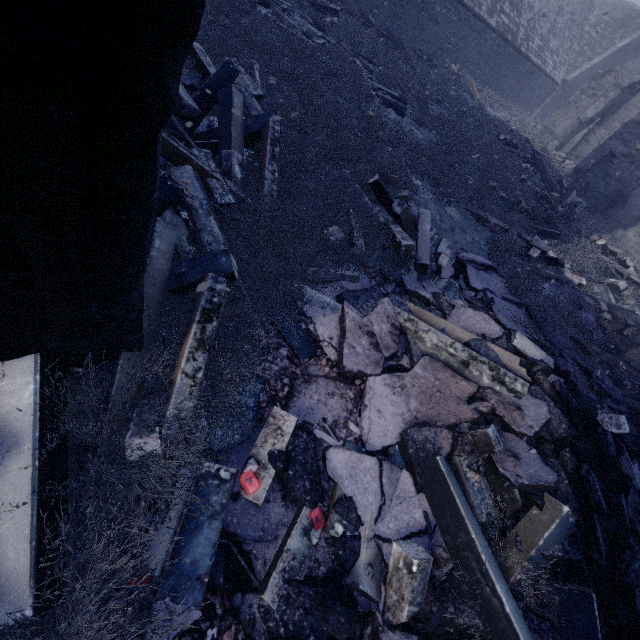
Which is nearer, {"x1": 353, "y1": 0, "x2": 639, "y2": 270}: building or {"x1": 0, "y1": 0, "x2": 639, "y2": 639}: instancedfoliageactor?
{"x1": 0, "y1": 0, "x2": 639, "y2": 639}: instancedfoliageactor

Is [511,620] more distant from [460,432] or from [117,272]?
[117,272]

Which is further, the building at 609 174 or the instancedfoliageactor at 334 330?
the building at 609 174

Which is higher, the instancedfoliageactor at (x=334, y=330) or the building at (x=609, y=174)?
the building at (x=609, y=174)

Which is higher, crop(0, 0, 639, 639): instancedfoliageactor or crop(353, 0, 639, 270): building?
crop(353, 0, 639, 270): building
